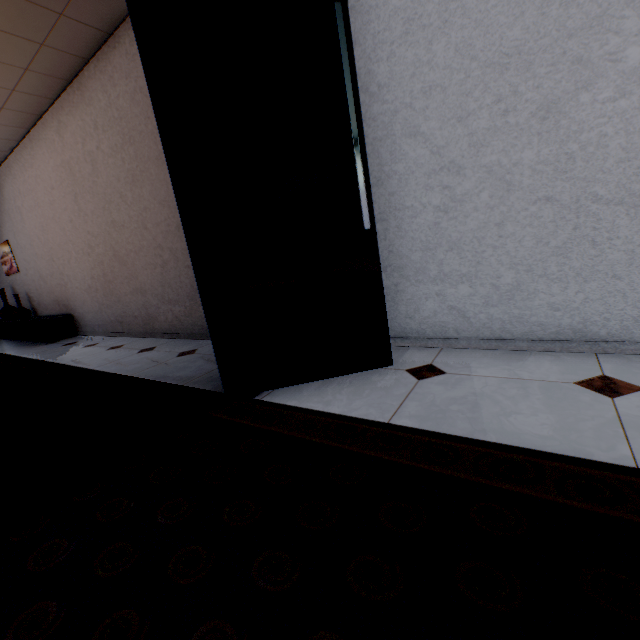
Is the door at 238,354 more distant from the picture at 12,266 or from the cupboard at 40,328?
the picture at 12,266

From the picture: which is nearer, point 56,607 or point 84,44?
point 56,607

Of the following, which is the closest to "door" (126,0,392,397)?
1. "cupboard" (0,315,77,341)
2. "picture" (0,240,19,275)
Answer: "cupboard" (0,315,77,341)

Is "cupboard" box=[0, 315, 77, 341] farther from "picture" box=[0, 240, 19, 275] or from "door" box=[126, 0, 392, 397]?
"door" box=[126, 0, 392, 397]
